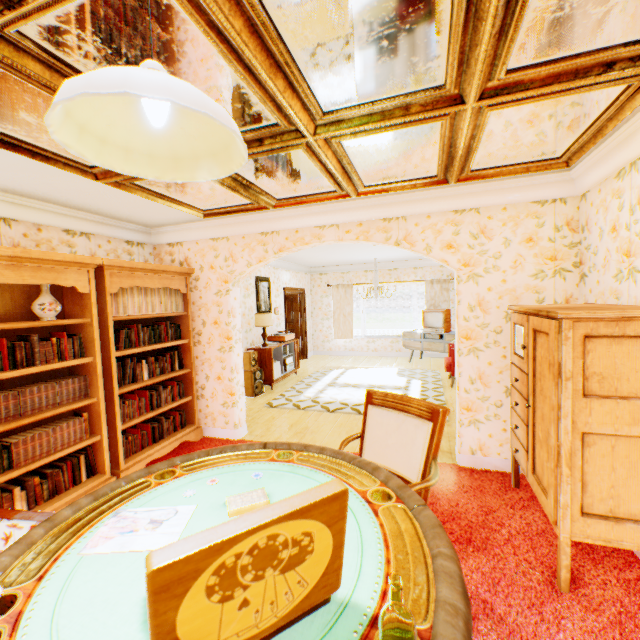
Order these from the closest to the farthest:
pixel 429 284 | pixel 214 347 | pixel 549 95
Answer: pixel 549 95, pixel 214 347, pixel 429 284

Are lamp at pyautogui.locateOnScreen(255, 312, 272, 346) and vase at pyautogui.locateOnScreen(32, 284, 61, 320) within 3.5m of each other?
no

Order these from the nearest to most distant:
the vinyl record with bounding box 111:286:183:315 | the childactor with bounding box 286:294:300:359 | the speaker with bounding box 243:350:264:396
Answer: the vinyl record with bounding box 111:286:183:315 → the speaker with bounding box 243:350:264:396 → the childactor with bounding box 286:294:300:359

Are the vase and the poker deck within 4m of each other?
yes

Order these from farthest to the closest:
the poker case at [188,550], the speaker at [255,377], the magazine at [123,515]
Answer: the speaker at [255,377], the magazine at [123,515], the poker case at [188,550]

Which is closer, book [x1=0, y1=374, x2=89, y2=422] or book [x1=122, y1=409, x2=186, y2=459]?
book [x1=0, y1=374, x2=89, y2=422]

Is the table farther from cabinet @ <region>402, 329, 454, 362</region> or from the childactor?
the childactor

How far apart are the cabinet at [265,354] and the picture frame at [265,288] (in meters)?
0.70
